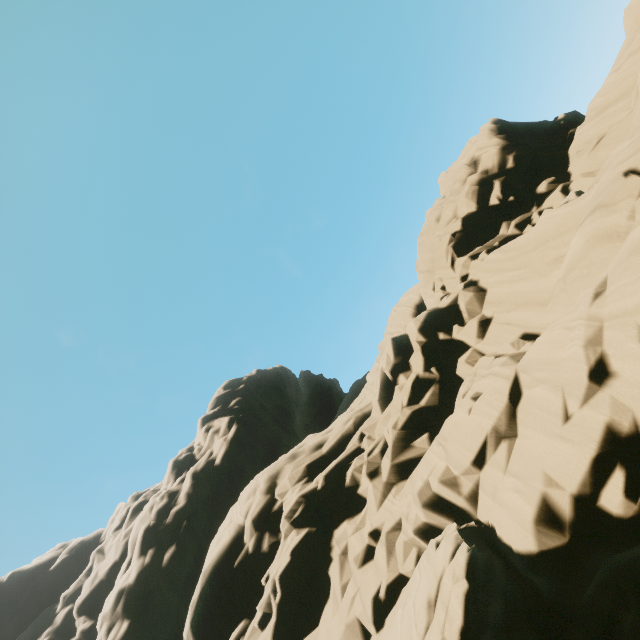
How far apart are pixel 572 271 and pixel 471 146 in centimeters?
1868cm
